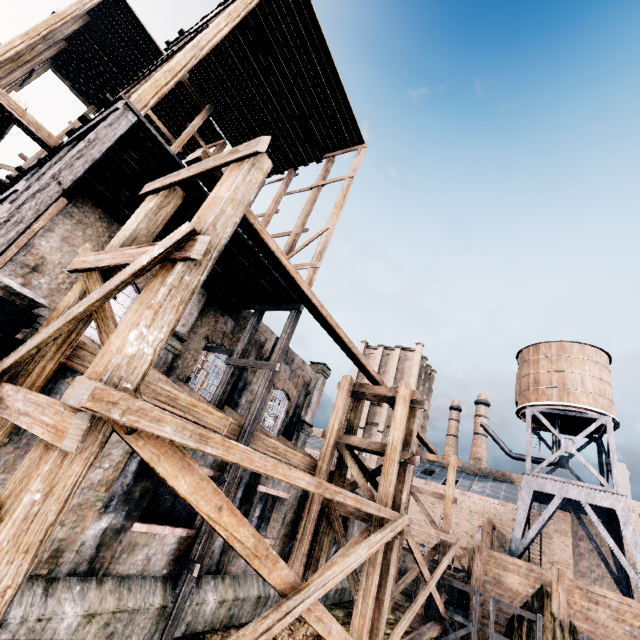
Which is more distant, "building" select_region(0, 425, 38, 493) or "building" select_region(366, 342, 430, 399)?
"building" select_region(366, 342, 430, 399)

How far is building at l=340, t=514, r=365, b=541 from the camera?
18.4 meters

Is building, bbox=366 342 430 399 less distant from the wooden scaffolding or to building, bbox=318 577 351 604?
building, bbox=318 577 351 604

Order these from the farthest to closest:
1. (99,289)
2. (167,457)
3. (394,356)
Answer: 1. (394,356)
2. (99,289)
3. (167,457)

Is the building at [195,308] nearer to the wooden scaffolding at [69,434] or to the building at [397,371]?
the wooden scaffolding at [69,434]

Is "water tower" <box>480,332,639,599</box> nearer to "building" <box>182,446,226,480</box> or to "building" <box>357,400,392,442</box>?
"building" <box>357,400,392,442</box>

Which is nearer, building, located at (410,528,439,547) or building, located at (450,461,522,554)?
building, located at (450,461,522,554)
